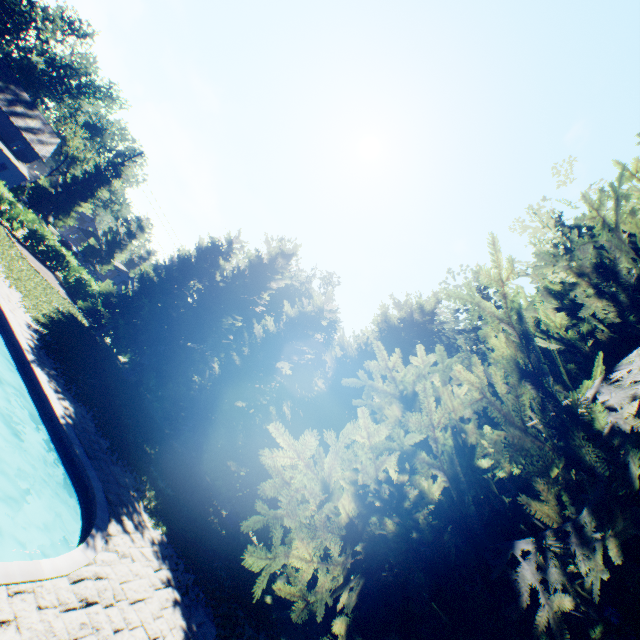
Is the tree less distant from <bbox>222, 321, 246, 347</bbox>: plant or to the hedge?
the hedge

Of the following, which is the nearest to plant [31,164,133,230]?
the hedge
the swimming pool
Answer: the hedge

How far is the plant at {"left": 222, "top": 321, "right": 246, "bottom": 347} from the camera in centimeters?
3837cm

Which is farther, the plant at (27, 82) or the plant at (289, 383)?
the plant at (27, 82)

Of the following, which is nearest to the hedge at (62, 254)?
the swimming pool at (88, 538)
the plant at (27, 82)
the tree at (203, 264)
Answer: the tree at (203, 264)

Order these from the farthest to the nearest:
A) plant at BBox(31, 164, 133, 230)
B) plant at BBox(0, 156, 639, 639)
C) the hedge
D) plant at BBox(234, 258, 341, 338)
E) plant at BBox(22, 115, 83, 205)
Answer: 1. plant at BBox(31, 164, 133, 230)
2. plant at BBox(22, 115, 83, 205)
3. plant at BBox(234, 258, 341, 338)
4. the hedge
5. plant at BBox(0, 156, 639, 639)

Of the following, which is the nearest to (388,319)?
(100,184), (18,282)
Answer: (18,282)
